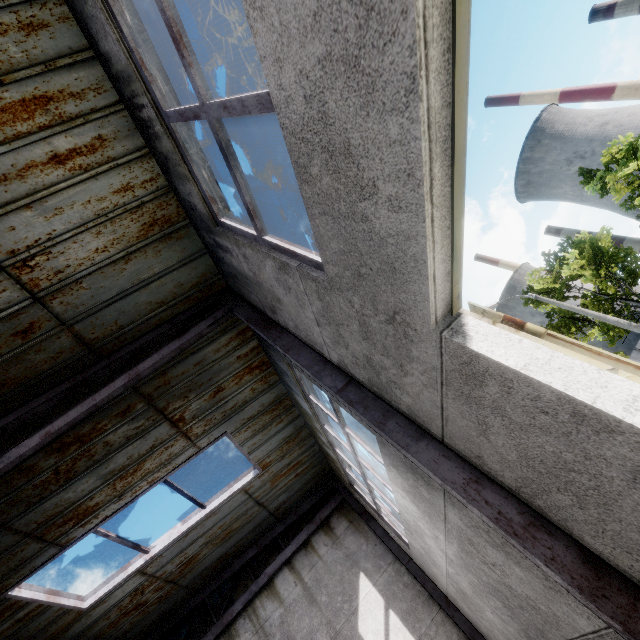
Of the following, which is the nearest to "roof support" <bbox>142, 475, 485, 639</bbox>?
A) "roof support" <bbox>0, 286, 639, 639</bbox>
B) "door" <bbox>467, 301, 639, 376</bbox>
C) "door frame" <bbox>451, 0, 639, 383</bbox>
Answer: "door" <bbox>467, 301, 639, 376</bbox>

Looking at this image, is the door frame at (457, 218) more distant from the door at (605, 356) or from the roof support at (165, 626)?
the roof support at (165, 626)

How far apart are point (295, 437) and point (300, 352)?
5.23m

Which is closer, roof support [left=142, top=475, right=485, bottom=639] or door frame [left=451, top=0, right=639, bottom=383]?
door frame [left=451, top=0, right=639, bottom=383]

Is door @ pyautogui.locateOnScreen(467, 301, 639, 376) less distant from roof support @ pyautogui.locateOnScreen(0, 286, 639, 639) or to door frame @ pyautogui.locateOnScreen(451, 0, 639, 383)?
door frame @ pyautogui.locateOnScreen(451, 0, 639, 383)

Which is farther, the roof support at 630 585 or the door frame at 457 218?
the roof support at 630 585
